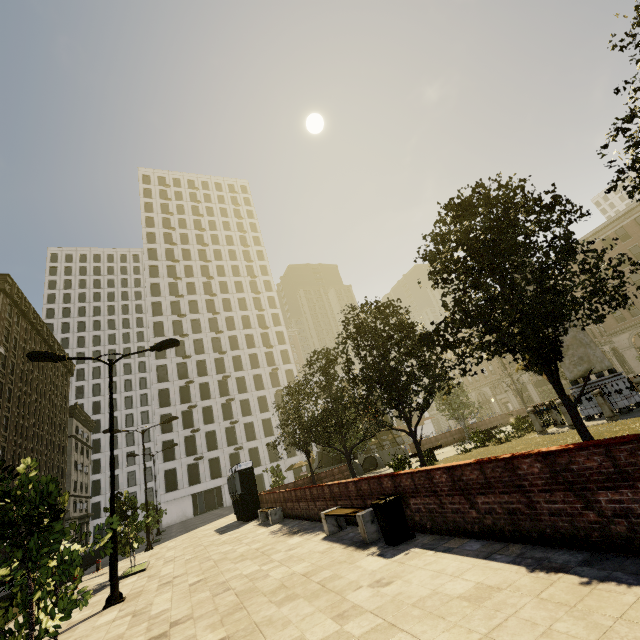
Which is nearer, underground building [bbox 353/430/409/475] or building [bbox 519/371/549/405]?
underground building [bbox 353/430/409/475]

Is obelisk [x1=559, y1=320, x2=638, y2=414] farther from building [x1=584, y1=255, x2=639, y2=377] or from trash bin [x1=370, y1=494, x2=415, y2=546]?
building [x1=584, y1=255, x2=639, y2=377]

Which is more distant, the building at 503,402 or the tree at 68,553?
the building at 503,402

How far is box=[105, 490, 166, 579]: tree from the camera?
13.0m

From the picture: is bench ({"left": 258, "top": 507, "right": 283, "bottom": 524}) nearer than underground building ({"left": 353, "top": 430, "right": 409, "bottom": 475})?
Yes

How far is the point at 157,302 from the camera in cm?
5700

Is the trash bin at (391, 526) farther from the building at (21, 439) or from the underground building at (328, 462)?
the underground building at (328, 462)

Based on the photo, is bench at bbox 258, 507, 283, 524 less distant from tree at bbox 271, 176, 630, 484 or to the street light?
tree at bbox 271, 176, 630, 484
